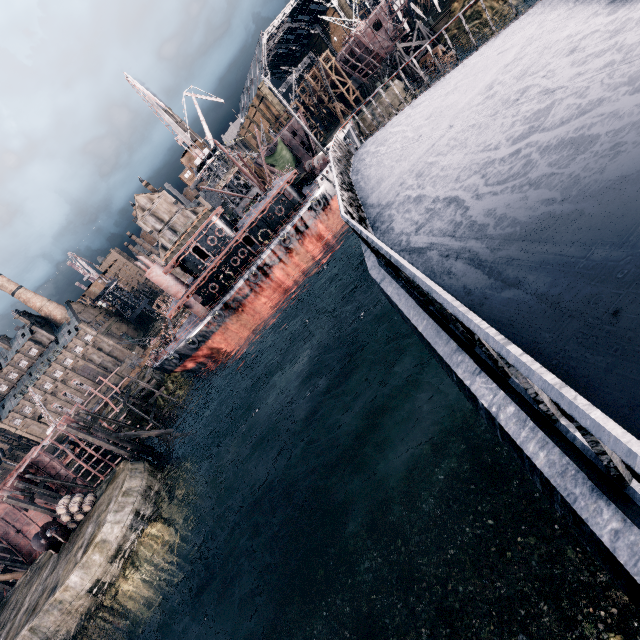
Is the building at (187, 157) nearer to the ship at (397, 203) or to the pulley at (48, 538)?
the pulley at (48, 538)

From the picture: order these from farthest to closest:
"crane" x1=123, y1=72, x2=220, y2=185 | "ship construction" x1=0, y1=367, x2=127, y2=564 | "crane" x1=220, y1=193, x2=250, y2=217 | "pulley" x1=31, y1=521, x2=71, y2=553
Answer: "crane" x1=220, y1=193, x2=250, y2=217, "crane" x1=123, y1=72, x2=220, y2=185, "ship construction" x1=0, y1=367, x2=127, y2=564, "pulley" x1=31, y1=521, x2=71, y2=553

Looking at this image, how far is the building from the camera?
→ 55.5m

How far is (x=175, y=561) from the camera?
26.2 meters

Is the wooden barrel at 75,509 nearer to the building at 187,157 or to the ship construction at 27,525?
the ship construction at 27,525

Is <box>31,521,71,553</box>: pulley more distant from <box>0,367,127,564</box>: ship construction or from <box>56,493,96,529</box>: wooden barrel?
<box>0,367,127,564</box>: ship construction

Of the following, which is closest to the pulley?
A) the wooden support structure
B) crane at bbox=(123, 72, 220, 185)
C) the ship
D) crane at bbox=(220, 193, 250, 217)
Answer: the ship

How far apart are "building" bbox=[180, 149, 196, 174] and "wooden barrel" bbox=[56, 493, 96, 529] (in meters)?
49.77
